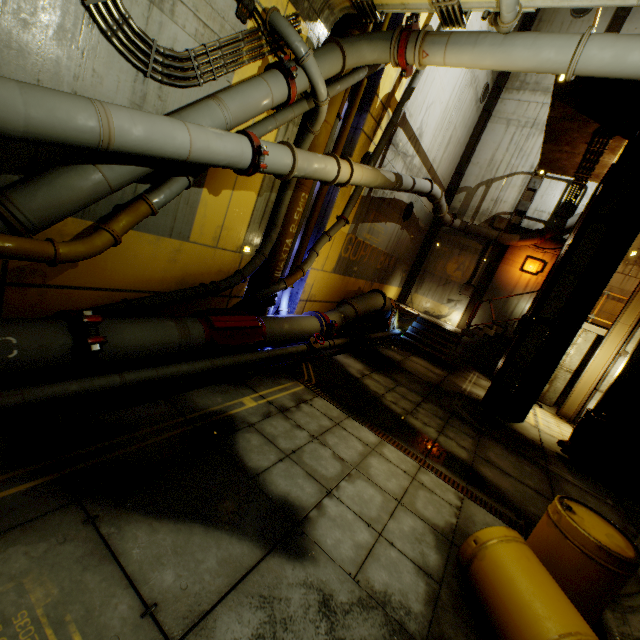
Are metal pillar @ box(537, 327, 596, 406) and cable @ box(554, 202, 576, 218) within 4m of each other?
no

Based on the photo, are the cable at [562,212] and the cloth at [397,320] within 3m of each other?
no

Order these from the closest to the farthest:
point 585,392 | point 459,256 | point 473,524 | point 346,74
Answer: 1. point 473,524
2. point 346,74
3. point 585,392
4. point 459,256

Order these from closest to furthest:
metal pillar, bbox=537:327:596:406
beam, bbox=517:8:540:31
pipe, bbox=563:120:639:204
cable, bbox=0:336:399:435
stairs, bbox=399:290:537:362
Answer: cable, bbox=0:336:399:435 < pipe, bbox=563:120:639:204 < metal pillar, bbox=537:327:596:406 < stairs, bbox=399:290:537:362 < beam, bbox=517:8:540:31

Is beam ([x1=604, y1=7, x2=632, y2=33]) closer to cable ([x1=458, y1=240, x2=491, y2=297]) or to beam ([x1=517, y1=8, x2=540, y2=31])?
cable ([x1=458, y1=240, x2=491, y2=297])

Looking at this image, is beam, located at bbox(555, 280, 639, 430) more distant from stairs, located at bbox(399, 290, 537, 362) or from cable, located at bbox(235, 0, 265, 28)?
cable, located at bbox(235, 0, 265, 28)

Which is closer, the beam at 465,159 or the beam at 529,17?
the beam at 529,17

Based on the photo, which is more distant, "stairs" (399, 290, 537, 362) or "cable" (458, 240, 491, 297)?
"cable" (458, 240, 491, 297)
